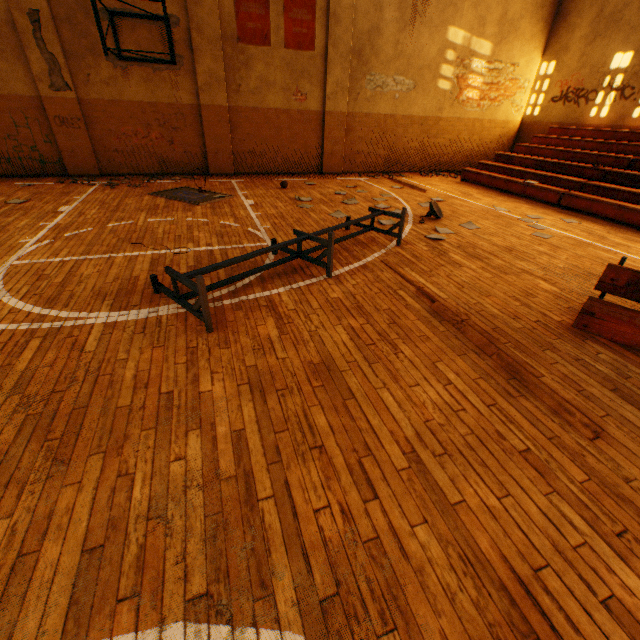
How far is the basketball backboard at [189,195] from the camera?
7.71m

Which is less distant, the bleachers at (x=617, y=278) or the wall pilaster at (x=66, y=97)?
the bleachers at (x=617, y=278)

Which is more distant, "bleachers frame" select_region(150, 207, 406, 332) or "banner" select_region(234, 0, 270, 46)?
"banner" select_region(234, 0, 270, 46)

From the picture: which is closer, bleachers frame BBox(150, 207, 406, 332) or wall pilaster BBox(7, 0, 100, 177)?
bleachers frame BBox(150, 207, 406, 332)

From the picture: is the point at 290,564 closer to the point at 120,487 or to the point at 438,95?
the point at 120,487

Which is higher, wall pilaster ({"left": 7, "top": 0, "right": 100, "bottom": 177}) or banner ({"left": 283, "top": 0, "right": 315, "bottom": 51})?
banner ({"left": 283, "top": 0, "right": 315, "bottom": 51})

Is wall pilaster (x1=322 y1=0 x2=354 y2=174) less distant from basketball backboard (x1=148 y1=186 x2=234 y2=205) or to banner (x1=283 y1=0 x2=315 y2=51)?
banner (x1=283 y1=0 x2=315 y2=51)

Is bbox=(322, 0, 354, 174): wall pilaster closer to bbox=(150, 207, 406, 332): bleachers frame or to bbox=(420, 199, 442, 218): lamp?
bbox=(420, 199, 442, 218): lamp
